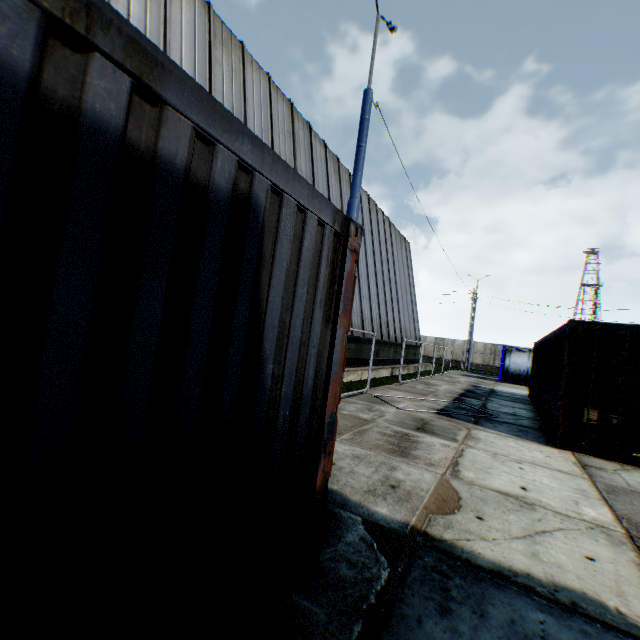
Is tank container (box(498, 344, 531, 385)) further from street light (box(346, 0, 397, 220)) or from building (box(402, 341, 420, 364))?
street light (box(346, 0, 397, 220))

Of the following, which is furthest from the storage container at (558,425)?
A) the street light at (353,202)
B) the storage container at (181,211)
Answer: the storage container at (181,211)

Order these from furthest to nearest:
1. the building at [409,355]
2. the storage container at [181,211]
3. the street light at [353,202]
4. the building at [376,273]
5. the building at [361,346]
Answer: the building at [409,355]
the building at [376,273]
the building at [361,346]
the street light at [353,202]
the storage container at [181,211]

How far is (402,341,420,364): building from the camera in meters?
24.1

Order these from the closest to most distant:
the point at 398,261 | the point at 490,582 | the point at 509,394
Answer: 1. the point at 490,582
2. the point at 509,394
3. the point at 398,261

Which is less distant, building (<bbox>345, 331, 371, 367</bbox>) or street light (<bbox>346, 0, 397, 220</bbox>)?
street light (<bbox>346, 0, 397, 220</bbox>)

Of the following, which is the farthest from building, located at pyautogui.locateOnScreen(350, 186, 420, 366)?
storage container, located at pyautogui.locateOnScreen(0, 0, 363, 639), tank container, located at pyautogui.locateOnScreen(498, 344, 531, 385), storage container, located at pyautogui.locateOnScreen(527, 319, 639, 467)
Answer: storage container, located at pyautogui.locateOnScreen(527, 319, 639, 467)
